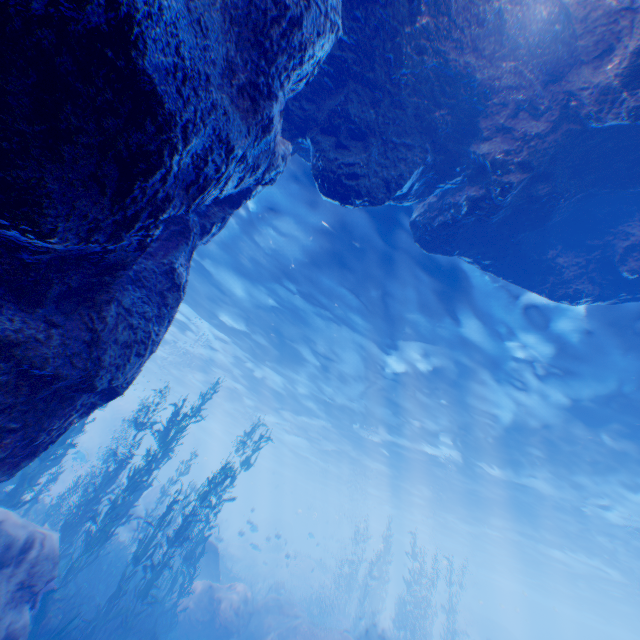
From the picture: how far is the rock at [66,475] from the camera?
25.0m

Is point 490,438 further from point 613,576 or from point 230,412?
point 230,412

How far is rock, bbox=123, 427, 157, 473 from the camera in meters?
34.2

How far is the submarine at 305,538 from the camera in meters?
53.2 m

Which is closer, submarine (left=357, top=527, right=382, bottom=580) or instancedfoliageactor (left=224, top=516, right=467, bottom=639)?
instancedfoliageactor (left=224, top=516, right=467, bottom=639)

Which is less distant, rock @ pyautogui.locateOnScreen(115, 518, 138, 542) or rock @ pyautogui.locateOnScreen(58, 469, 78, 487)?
rock @ pyautogui.locateOnScreen(115, 518, 138, 542)

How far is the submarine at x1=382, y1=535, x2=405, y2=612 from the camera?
45.9m

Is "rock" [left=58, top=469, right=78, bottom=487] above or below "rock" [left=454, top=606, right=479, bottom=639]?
below
